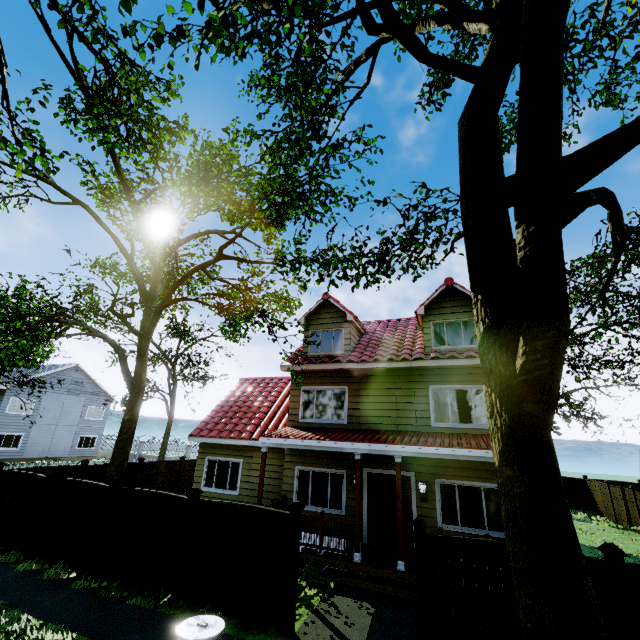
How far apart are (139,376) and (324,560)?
10.6 meters

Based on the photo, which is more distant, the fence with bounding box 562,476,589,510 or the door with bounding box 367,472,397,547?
the fence with bounding box 562,476,589,510

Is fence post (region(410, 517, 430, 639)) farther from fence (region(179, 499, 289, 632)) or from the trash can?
the trash can

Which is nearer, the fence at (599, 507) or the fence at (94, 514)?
the fence at (94, 514)

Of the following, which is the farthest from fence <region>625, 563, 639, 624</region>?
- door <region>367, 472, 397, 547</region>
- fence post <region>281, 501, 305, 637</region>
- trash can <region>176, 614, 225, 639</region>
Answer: door <region>367, 472, 397, 547</region>

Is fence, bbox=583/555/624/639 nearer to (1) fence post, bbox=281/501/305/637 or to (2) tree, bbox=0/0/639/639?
(1) fence post, bbox=281/501/305/637

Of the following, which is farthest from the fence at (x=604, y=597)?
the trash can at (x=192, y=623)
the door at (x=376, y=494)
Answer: the door at (x=376, y=494)

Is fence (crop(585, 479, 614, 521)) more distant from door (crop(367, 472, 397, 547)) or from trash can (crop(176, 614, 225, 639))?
door (crop(367, 472, 397, 547))
